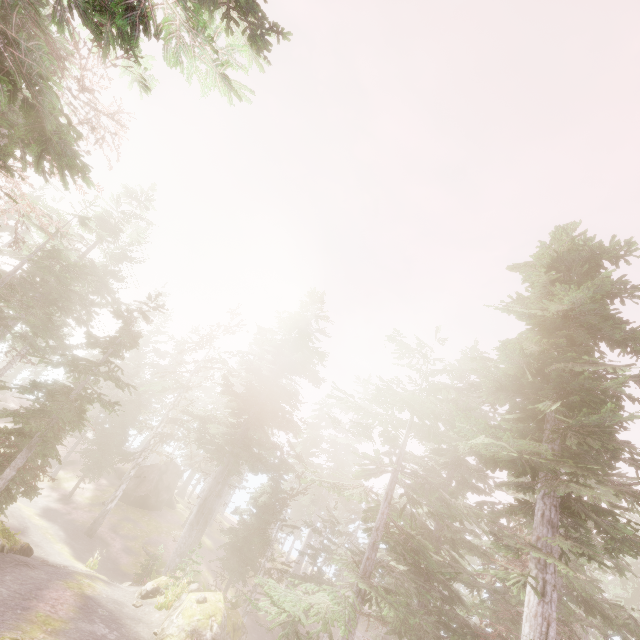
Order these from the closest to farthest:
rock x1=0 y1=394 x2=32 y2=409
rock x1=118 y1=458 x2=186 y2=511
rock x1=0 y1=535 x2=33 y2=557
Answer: rock x1=0 y1=535 x2=33 y2=557, rock x1=118 y1=458 x2=186 y2=511, rock x1=0 y1=394 x2=32 y2=409

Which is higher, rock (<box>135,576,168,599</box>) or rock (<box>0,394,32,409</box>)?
rock (<box>0,394,32,409</box>)

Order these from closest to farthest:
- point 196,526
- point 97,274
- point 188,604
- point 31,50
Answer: point 31,50 → point 188,604 → point 196,526 → point 97,274

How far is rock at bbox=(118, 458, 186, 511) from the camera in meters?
32.2 m

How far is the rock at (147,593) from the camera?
15.84m

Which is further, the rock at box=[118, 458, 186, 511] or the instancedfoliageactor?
the rock at box=[118, 458, 186, 511]

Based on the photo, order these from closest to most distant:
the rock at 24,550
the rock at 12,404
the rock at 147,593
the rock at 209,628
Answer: the rock at 209,628
the rock at 24,550
the rock at 147,593
the rock at 12,404

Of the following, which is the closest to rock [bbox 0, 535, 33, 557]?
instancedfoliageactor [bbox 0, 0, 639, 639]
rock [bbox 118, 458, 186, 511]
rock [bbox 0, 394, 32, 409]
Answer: instancedfoliageactor [bbox 0, 0, 639, 639]
